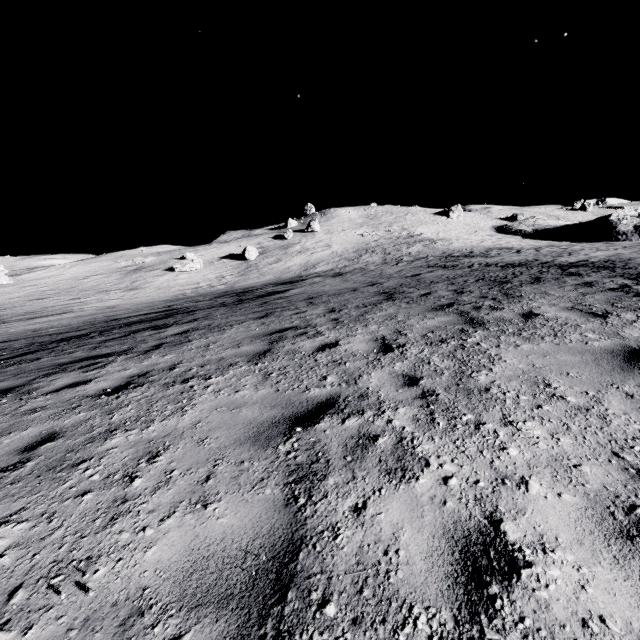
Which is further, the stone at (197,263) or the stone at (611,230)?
A: the stone at (611,230)

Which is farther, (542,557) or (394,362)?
(394,362)

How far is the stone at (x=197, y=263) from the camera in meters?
42.9 m

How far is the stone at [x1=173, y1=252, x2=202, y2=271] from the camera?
42.88m

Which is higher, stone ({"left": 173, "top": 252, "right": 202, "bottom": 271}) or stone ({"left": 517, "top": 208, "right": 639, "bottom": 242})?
stone ({"left": 173, "top": 252, "right": 202, "bottom": 271})

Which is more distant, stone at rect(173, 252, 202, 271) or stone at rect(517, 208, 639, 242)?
stone at rect(517, 208, 639, 242)
